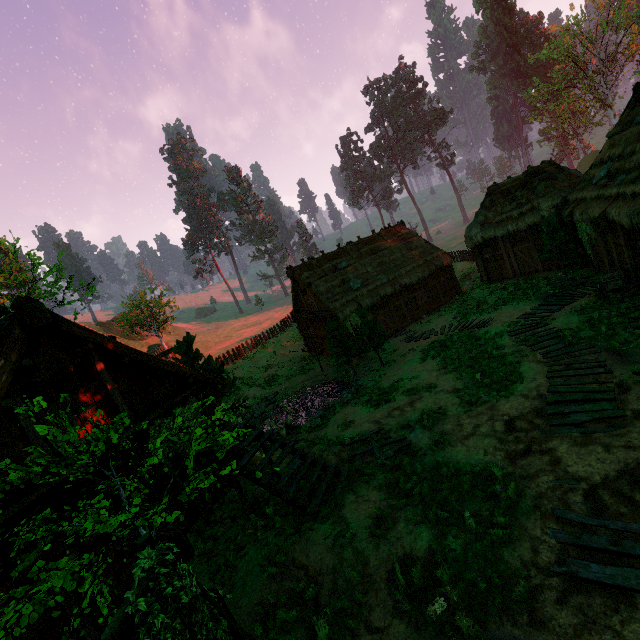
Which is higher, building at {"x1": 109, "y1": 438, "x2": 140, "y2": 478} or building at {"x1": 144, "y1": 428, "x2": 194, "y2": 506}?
building at {"x1": 109, "y1": 438, "x2": 140, "y2": 478}

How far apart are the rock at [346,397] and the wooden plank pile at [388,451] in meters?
3.7 m

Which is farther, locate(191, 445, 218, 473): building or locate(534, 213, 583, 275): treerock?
locate(534, 213, 583, 275): treerock

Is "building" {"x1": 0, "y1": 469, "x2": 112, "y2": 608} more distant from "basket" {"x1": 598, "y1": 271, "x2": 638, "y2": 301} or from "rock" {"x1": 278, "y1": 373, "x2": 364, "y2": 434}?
"rock" {"x1": 278, "y1": 373, "x2": 364, "y2": 434}

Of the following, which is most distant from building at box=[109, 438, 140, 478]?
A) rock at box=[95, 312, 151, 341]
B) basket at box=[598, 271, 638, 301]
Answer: rock at box=[95, 312, 151, 341]

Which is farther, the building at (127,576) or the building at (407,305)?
the building at (407,305)

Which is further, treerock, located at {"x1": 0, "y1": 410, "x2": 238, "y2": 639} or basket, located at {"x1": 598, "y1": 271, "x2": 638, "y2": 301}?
basket, located at {"x1": 598, "y1": 271, "x2": 638, "y2": 301}

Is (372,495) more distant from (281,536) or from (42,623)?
(42,623)
